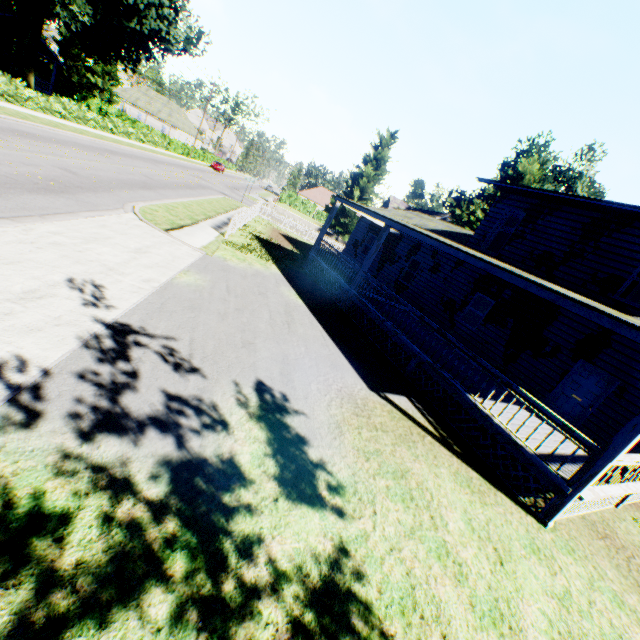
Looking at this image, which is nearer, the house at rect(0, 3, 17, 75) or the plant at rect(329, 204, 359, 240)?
the house at rect(0, 3, 17, 75)

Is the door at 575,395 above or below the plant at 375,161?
below

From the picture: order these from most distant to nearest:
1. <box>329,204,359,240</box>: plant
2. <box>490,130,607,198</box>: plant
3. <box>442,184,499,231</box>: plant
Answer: <box>329,204,359,240</box>: plant
<box>442,184,499,231</box>: plant
<box>490,130,607,198</box>: plant

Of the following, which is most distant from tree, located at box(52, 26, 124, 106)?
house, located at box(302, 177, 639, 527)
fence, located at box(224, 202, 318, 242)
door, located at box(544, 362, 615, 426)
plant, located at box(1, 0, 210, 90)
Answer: door, located at box(544, 362, 615, 426)

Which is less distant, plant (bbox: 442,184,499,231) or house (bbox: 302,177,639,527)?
house (bbox: 302,177,639,527)

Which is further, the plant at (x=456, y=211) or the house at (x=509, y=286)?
A: the plant at (x=456, y=211)

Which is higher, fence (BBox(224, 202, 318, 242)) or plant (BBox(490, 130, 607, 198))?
plant (BBox(490, 130, 607, 198))

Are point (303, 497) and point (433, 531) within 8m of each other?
yes
